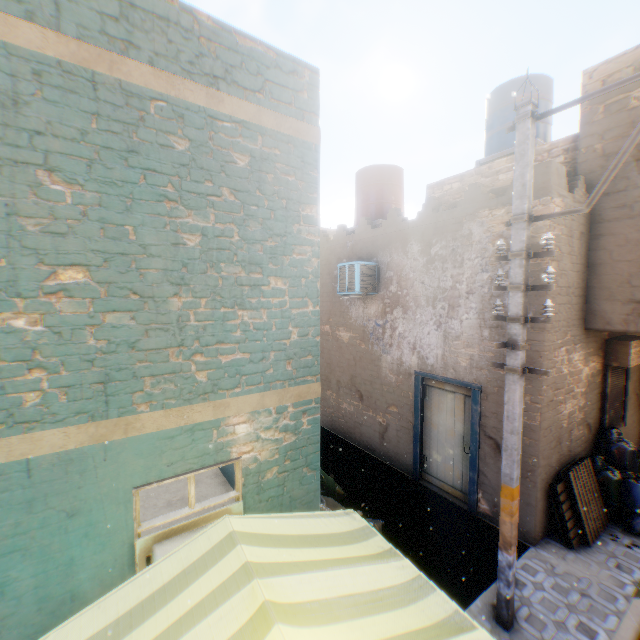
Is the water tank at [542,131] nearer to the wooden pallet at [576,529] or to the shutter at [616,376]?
the shutter at [616,376]

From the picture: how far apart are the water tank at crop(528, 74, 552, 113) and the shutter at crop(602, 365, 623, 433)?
5.80m

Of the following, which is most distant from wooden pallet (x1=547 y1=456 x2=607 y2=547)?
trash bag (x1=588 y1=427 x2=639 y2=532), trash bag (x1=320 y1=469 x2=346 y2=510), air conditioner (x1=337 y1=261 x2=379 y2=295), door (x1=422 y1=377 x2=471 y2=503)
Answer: air conditioner (x1=337 y1=261 x2=379 y2=295)

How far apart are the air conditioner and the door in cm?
74

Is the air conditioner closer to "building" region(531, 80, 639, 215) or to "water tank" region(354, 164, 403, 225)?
"building" region(531, 80, 639, 215)

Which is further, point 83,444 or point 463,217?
point 463,217

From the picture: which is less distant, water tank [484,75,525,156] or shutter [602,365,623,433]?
shutter [602,365,623,433]

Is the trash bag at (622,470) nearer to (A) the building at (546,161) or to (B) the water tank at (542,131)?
(A) the building at (546,161)
